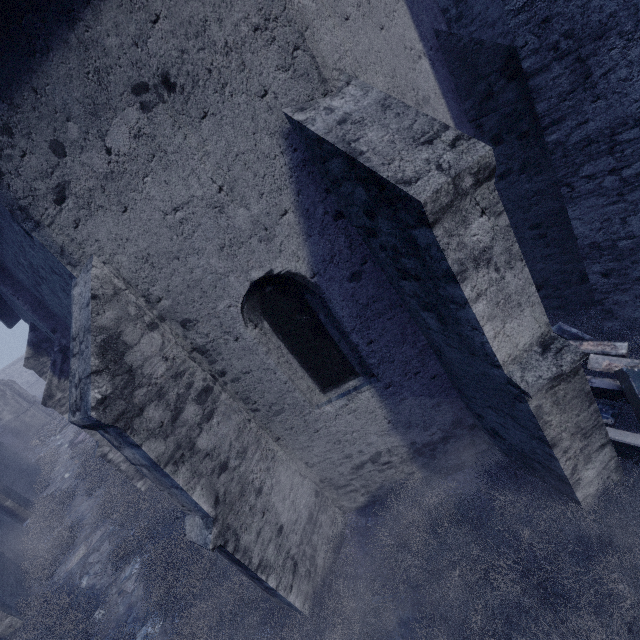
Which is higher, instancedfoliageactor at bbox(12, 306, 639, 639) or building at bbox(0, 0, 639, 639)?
building at bbox(0, 0, 639, 639)

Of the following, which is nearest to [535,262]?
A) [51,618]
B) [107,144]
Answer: [107,144]

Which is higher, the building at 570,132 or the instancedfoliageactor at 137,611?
the building at 570,132
